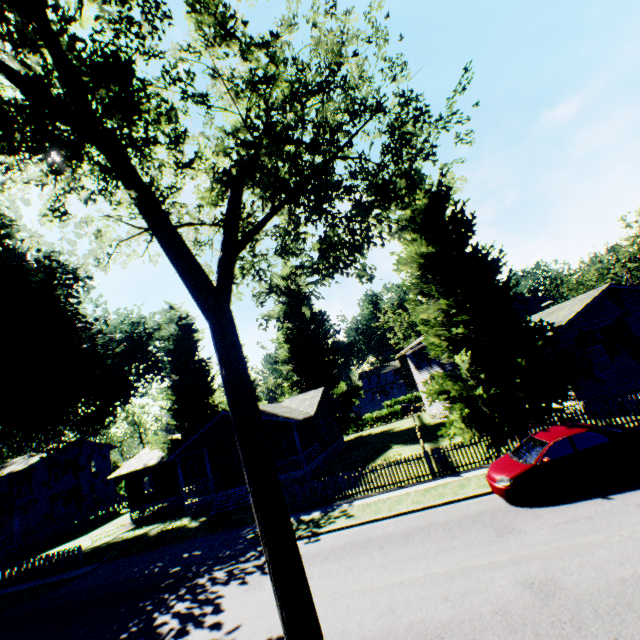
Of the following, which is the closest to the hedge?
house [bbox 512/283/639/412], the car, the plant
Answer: the plant

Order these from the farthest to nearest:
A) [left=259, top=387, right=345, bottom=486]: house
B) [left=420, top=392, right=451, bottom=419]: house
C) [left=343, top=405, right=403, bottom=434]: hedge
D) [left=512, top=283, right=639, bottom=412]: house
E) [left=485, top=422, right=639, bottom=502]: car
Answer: [left=343, top=405, right=403, bottom=434]: hedge → [left=420, top=392, right=451, bottom=419]: house → [left=259, top=387, right=345, bottom=486]: house → [left=512, top=283, right=639, bottom=412]: house → [left=485, top=422, right=639, bottom=502]: car

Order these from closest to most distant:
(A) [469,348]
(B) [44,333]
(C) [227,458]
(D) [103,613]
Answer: (D) [103,613]
(A) [469,348]
(B) [44,333]
(C) [227,458]

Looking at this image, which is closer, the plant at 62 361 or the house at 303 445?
the plant at 62 361

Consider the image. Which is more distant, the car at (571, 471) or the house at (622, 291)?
the house at (622, 291)

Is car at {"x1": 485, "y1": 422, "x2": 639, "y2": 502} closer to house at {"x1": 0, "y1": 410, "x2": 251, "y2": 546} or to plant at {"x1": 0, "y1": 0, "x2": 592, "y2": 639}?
plant at {"x1": 0, "y1": 0, "x2": 592, "y2": 639}

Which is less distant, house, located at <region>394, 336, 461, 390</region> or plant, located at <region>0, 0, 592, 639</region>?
plant, located at <region>0, 0, 592, 639</region>

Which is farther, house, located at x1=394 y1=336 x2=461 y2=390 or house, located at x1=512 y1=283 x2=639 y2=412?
house, located at x1=394 y1=336 x2=461 y2=390
